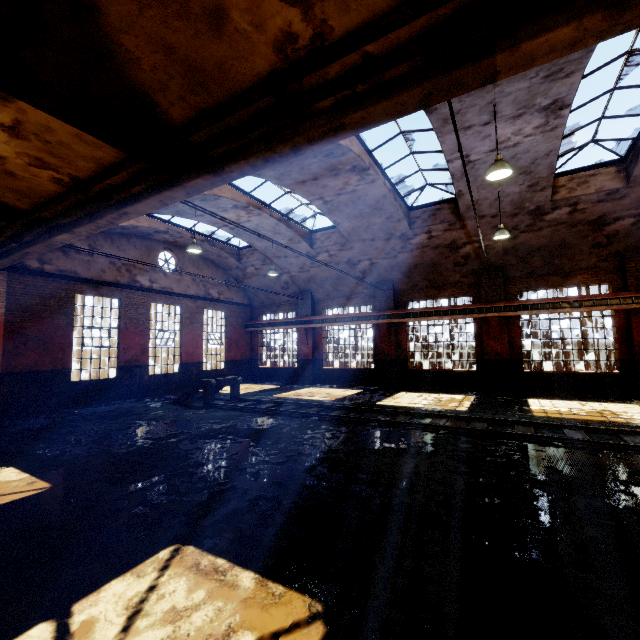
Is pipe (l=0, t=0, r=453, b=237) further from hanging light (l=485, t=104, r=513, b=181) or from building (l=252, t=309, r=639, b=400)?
hanging light (l=485, t=104, r=513, b=181)

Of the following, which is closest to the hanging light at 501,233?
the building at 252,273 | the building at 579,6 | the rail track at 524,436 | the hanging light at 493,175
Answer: the building at 252,273

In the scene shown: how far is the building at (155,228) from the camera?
13.6m

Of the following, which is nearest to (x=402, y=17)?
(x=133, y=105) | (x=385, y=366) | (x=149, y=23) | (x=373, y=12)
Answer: Result: (x=373, y=12)

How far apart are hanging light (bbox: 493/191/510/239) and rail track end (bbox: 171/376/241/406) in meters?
10.9 m

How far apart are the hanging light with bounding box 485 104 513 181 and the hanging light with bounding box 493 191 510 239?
4.2m

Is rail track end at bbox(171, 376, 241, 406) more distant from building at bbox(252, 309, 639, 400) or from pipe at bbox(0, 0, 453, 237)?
pipe at bbox(0, 0, 453, 237)

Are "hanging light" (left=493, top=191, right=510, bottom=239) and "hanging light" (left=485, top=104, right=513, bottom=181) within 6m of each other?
yes
